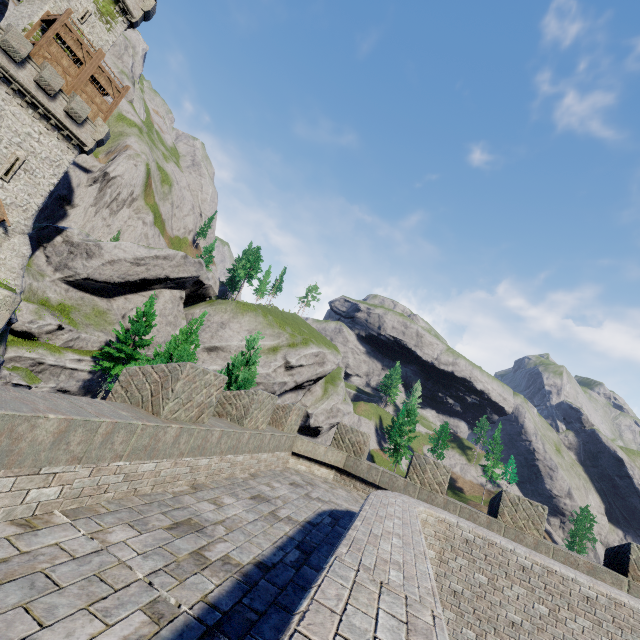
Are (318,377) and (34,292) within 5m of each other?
no

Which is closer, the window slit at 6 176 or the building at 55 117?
the building at 55 117

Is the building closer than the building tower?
Yes

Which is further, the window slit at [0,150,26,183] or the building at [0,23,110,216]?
the window slit at [0,150,26,183]

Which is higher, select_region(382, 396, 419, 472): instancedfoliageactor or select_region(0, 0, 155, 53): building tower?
select_region(0, 0, 155, 53): building tower

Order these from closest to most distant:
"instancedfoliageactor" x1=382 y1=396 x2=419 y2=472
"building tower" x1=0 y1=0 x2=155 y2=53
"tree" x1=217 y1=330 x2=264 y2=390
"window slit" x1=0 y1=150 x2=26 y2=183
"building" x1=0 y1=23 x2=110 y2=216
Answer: "tree" x1=217 y1=330 x2=264 y2=390 → "building" x1=0 y1=23 x2=110 y2=216 → "window slit" x1=0 y1=150 x2=26 y2=183 → "building tower" x1=0 y1=0 x2=155 y2=53 → "instancedfoliageactor" x1=382 y1=396 x2=419 y2=472

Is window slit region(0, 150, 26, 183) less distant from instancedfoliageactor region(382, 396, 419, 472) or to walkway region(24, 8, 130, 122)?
walkway region(24, 8, 130, 122)

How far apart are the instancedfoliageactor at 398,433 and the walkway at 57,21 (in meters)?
57.84
